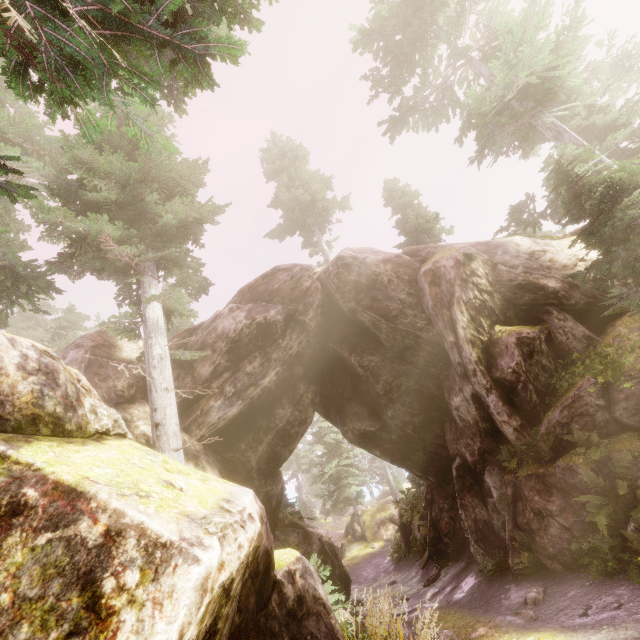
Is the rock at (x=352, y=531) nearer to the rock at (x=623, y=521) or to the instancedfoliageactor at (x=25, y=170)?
the instancedfoliageactor at (x=25, y=170)

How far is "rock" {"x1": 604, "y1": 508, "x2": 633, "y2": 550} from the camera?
7.3m

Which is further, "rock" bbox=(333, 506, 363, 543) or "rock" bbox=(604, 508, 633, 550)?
"rock" bbox=(333, 506, 363, 543)

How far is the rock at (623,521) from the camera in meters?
7.3 m

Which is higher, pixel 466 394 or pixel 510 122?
pixel 510 122

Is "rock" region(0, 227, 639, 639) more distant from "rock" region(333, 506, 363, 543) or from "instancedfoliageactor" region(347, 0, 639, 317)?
"rock" region(333, 506, 363, 543)
